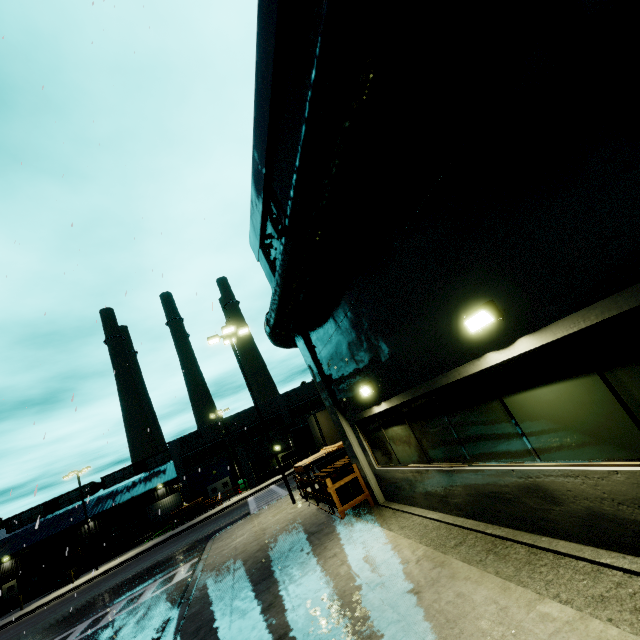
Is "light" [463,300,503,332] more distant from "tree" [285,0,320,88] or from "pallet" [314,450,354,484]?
"pallet" [314,450,354,484]

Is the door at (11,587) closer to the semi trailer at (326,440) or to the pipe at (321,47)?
the semi trailer at (326,440)

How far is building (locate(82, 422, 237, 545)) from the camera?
42.9m

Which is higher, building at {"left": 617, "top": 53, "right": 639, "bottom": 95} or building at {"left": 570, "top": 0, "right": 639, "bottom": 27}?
building at {"left": 570, "top": 0, "right": 639, "bottom": 27}

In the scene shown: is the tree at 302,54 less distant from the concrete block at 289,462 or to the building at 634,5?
the building at 634,5

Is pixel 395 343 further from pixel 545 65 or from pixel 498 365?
pixel 545 65

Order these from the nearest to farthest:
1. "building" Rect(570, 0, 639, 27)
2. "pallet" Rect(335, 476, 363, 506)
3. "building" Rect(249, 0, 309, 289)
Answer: "building" Rect(570, 0, 639, 27)
"building" Rect(249, 0, 309, 289)
"pallet" Rect(335, 476, 363, 506)

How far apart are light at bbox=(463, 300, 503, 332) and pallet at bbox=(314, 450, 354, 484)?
9.2m
